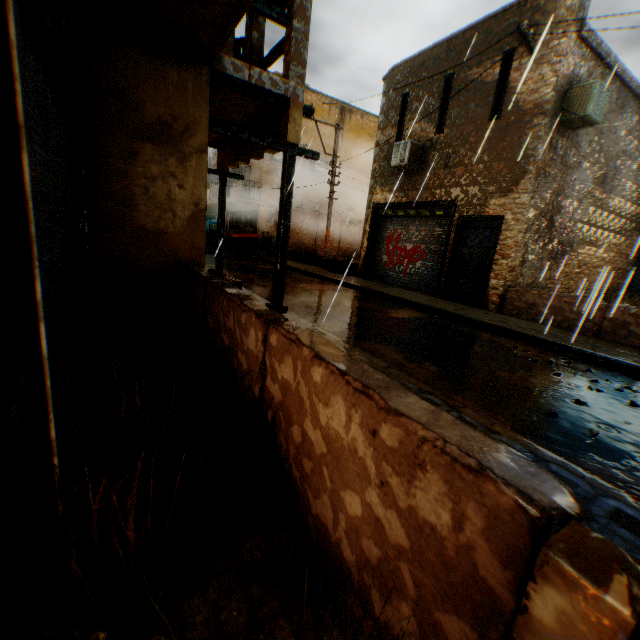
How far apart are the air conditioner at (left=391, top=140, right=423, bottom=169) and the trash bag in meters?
2.2 m

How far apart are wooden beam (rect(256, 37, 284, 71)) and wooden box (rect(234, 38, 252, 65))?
0.7m

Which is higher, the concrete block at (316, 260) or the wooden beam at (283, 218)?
the wooden beam at (283, 218)

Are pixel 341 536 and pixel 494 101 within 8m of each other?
no

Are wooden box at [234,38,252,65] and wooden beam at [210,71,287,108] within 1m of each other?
yes

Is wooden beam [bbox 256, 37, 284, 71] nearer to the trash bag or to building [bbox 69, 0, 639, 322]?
building [bbox 69, 0, 639, 322]

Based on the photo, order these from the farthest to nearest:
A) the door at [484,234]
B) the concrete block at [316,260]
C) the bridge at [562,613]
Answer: the concrete block at [316,260], the door at [484,234], the bridge at [562,613]

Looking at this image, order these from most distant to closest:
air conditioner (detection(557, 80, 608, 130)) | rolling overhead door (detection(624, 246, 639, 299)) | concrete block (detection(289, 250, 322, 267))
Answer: concrete block (detection(289, 250, 322, 267)) < rolling overhead door (detection(624, 246, 639, 299)) < air conditioner (detection(557, 80, 608, 130))
